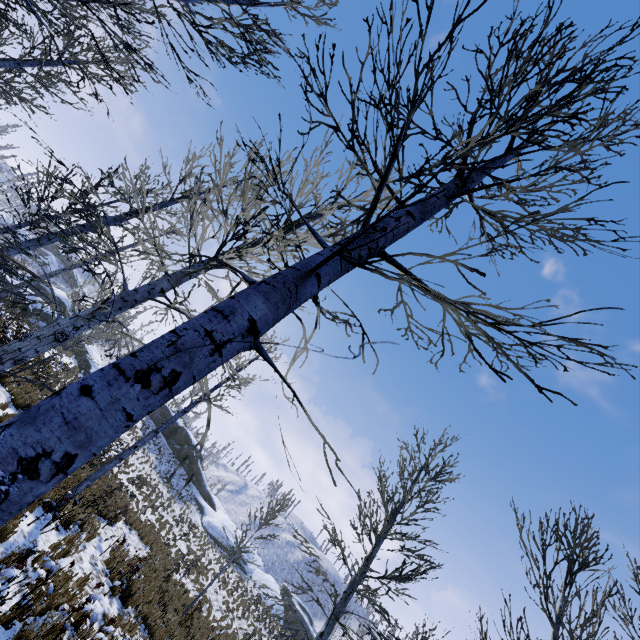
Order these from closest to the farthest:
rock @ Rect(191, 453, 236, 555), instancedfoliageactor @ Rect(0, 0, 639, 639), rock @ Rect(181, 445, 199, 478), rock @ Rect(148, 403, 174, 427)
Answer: instancedfoliageactor @ Rect(0, 0, 639, 639), rock @ Rect(191, 453, 236, 555), rock @ Rect(181, 445, 199, 478), rock @ Rect(148, 403, 174, 427)

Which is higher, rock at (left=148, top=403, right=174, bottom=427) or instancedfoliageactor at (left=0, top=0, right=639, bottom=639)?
rock at (left=148, top=403, right=174, bottom=427)

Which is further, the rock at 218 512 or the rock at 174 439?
the rock at 174 439

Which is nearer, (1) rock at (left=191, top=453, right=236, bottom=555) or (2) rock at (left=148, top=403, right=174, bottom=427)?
(1) rock at (left=191, top=453, right=236, bottom=555)

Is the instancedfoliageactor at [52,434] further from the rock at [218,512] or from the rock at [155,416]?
the rock at [155,416]

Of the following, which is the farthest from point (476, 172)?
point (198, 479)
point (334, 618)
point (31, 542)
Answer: point (198, 479)
